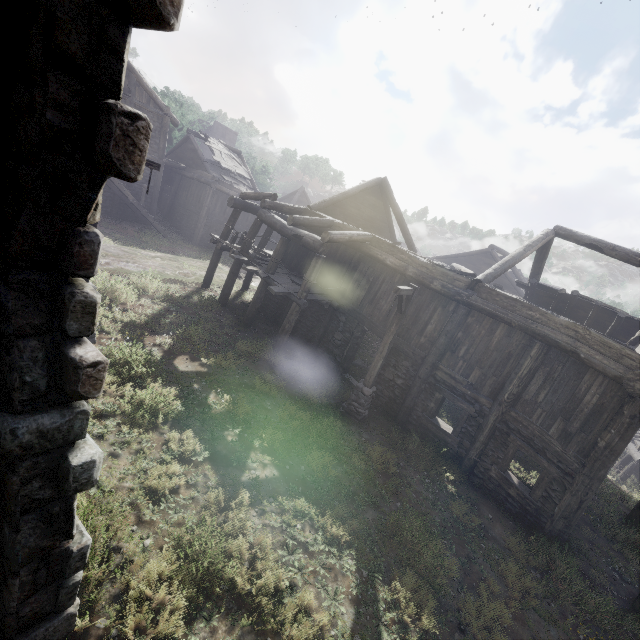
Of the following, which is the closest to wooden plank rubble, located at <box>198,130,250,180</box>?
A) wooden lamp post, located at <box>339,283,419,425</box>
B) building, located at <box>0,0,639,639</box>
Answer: building, located at <box>0,0,639,639</box>

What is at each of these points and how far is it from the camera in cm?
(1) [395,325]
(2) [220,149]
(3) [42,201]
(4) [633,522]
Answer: (1) wooden lamp post, 984
(2) wooden plank rubble, 2703
(3) building, 198
(4) building, 997

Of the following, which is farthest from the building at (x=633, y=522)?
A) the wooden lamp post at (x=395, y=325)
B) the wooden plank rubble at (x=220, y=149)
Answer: the wooden lamp post at (x=395, y=325)

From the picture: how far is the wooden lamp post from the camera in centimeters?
939cm

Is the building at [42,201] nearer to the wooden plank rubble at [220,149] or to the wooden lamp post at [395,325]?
the wooden plank rubble at [220,149]

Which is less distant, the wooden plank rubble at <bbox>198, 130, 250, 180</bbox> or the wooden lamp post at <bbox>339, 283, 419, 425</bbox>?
the wooden lamp post at <bbox>339, 283, 419, 425</bbox>

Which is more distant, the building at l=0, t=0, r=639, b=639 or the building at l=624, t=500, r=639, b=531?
the building at l=624, t=500, r=639, b=531

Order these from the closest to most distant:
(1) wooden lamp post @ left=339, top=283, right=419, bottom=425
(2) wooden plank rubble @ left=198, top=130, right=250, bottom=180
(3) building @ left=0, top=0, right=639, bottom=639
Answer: (3) building @ left=0, top=0, right=639, bottom=639 → (1) wooden lamp post @ left=339, top=283, right=419, bottom=425 → (2) wooden plank rubble @ left=198, top=130, right=250, bottom=180
